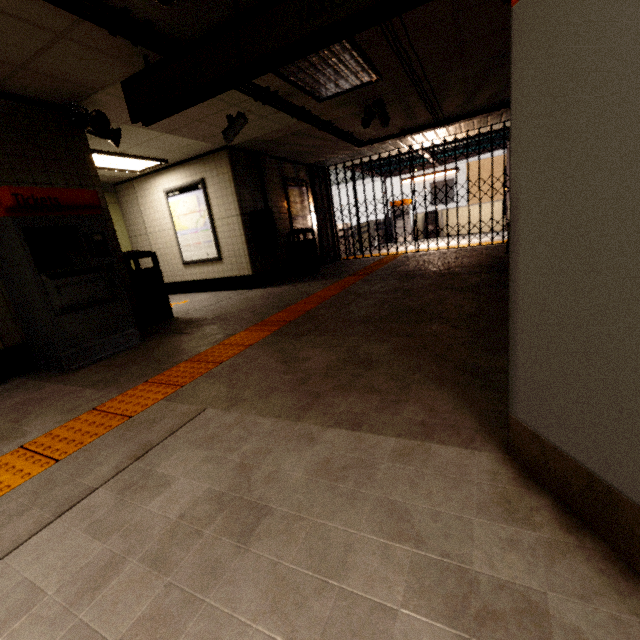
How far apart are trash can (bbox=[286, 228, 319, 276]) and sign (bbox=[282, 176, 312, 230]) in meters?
0.1

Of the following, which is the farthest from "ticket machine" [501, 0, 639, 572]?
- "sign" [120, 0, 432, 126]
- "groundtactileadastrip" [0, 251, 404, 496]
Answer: "groundtactileadastrip" [0, 251, 404, 496]

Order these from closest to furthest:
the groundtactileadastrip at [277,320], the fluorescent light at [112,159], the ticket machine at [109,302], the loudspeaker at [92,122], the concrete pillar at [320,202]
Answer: the groundtactileadastrip at [277,320] → the ticket machine at [109,302] → the loudspeaker at [92,122] → the fluorescent light at [112,159] → the concrete pillar at [320,202]

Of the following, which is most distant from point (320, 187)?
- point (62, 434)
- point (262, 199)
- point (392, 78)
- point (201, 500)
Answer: point (201, 500)

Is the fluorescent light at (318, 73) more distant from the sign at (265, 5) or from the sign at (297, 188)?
the sign at (297, 188)

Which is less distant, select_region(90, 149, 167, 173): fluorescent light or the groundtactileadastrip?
the groundtactileadastrip

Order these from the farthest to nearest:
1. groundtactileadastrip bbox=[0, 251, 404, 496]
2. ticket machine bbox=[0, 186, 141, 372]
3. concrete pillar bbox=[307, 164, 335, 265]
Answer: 1. concrete pillar bbox=[307, 164, 335, 265]
2. ticket machine bbox=[0, 186, 141, 372]
3. groundtactileadastrip bbox=[0, 251, 404, 496]

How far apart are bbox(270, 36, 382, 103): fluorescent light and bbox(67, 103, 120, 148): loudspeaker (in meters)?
1.98
